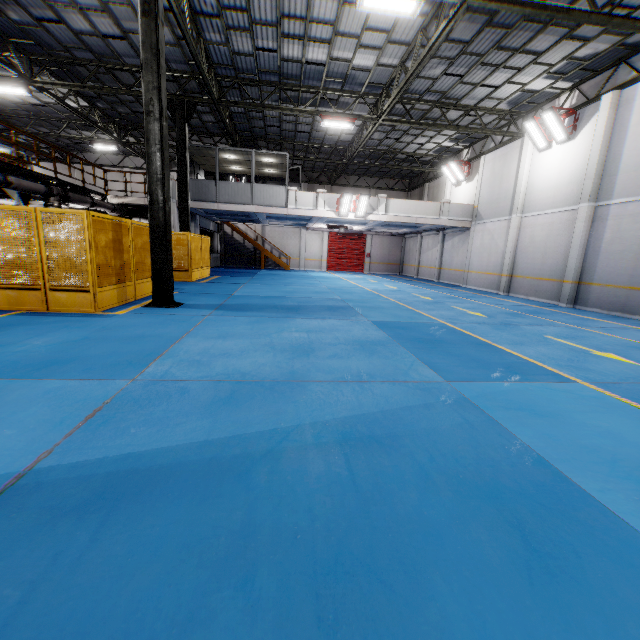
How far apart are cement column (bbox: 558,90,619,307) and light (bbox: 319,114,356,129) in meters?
9.4

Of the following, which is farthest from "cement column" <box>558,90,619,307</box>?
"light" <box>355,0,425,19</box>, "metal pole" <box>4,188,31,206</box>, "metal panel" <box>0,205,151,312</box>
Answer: "metal pole" <box>4,188,31,206</box>

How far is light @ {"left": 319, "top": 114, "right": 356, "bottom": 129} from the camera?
14.91m

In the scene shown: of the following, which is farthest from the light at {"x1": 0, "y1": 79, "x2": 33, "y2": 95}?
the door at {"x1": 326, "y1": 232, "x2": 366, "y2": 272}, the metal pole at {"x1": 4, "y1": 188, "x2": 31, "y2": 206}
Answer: the door at {"x1": 326, "y1": 232, "x2": 366, "y2": 272}

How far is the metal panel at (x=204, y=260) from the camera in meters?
14.8

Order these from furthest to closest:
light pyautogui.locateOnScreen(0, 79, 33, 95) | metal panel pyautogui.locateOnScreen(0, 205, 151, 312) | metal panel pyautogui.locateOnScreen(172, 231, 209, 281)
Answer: metal panel pyautogui.locateOnScreen(172, 231, 209, 281) → light pyautogui.locateOnScreen(0, 79, 33, 95) → metal panel pyautogui.locateOnScreen(0, 205, 151, 312)

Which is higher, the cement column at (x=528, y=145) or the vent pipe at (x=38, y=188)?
the cement column at (x=528, y=145)

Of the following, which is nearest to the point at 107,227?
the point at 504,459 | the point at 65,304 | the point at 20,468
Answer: the point at 65,304
